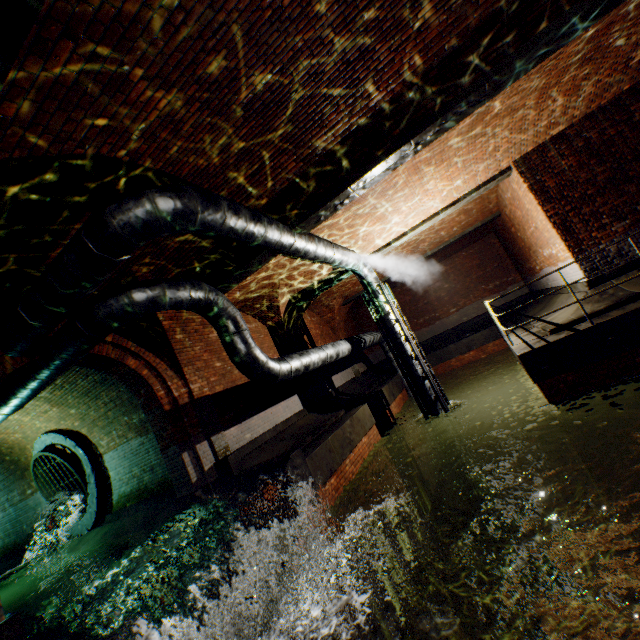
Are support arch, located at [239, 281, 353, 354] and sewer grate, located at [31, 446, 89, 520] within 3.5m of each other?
no

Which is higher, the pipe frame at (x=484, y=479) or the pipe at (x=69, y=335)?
the pipe at (x=69, y=335)

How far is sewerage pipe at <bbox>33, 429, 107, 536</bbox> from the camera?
9.6 meters

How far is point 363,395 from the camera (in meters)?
12.91

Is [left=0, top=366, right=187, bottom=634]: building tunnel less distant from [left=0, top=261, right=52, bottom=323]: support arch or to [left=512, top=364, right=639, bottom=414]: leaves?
[left=0, top=261, right=52, bottom=323]: support arch

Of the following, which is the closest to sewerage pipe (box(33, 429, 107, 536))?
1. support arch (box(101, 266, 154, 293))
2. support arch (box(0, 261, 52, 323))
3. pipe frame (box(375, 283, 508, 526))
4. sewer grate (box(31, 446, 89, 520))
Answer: sewer grate (box(31, 446, 89, 520))

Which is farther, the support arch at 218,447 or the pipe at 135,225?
the support arch at 218,447

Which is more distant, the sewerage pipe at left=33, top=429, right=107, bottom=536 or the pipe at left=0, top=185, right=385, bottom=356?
the sewerage pipe at left=33, top=429, right=107, bottom=536
